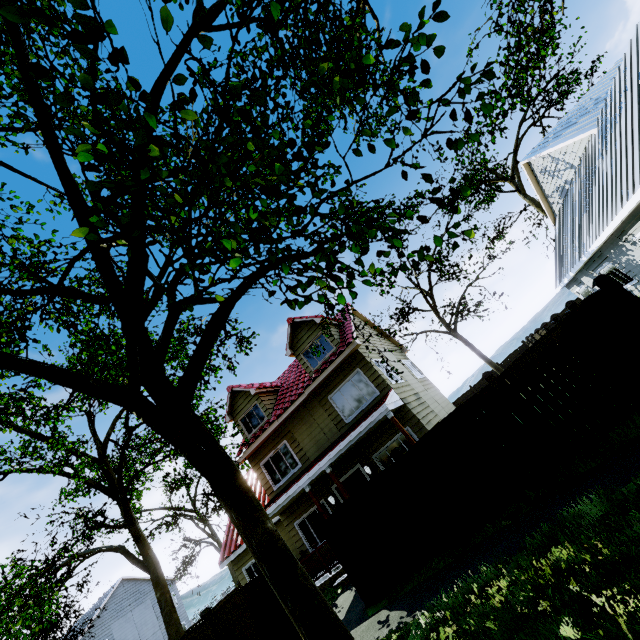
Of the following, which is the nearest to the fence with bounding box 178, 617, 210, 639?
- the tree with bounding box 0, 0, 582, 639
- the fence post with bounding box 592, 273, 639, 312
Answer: the fence post with bounding box 592, 273, 639, 312

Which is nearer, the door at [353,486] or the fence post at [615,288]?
the fence post at [615,288]

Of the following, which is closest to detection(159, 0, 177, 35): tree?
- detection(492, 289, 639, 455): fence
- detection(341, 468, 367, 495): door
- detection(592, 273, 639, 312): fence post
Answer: detection(492, 289, 639, 455): fence

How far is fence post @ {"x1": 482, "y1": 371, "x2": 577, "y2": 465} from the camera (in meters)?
6.16

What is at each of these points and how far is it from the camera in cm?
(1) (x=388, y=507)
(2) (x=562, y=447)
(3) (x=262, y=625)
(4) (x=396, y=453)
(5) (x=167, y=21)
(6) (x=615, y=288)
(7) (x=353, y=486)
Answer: (1) fence, 769
(2) fence post, 620
(3) fence, 895
(4) fence post, 768
(5) tree, 238
(6) fence post, 609
(7) door, 1326

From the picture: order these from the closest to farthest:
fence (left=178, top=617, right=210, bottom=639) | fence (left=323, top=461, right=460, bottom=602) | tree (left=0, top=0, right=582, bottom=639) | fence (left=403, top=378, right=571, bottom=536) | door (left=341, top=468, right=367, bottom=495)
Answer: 1. tree (left=0, top=0, right=582, bottom=639)
2. fence (left=403, top=378, right=571, bottom=536)
3. fence (left=323, top=461, right=460, bottom=602)
4. fence (left=178, top=617, right=210, bottom=639)
5. door (left=341, top=468, right=367, bottom=495)

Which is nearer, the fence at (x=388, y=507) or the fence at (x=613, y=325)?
the fence at (x=613, y=325)

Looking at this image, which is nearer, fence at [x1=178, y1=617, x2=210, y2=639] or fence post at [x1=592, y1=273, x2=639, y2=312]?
fence post at [x1=592, y1=273, x2=639, y2=312]
